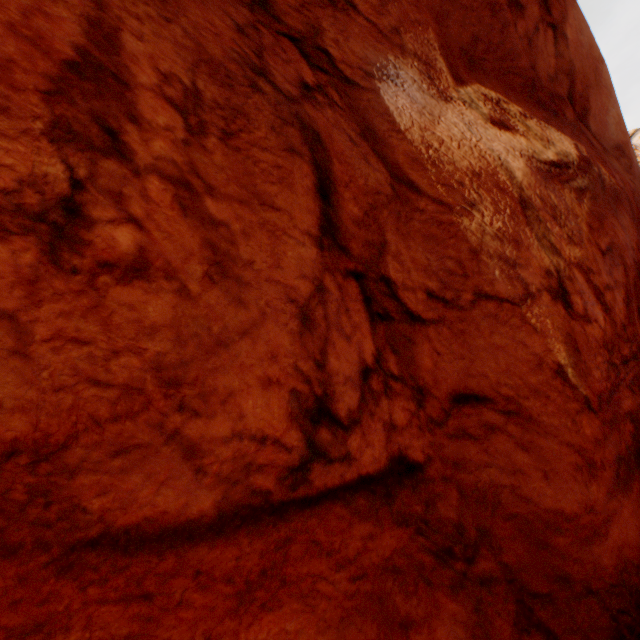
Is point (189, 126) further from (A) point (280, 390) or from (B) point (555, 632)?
(B) point (555, 632)
